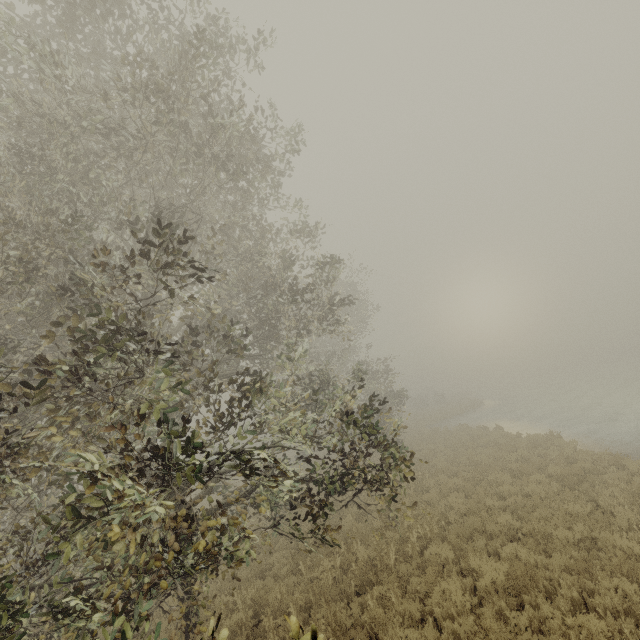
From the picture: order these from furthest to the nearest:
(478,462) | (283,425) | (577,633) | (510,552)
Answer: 1. (478,462)
2. (510,552)
3. (283,425)
4. (577,633)
